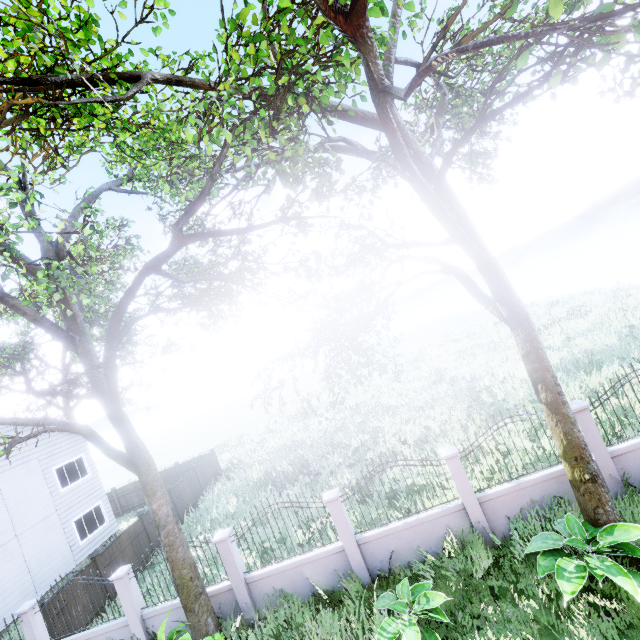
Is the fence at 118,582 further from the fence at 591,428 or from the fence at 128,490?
the fence at 128,490

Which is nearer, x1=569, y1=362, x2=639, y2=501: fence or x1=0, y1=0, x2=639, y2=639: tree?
x1=0, y1=0, x2=639, y2=639: tree

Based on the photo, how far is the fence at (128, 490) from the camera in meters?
22.6

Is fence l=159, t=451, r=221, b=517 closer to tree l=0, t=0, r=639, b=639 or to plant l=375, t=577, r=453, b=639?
plant l=375, t=577, r=453, b=639

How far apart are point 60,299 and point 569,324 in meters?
29.0

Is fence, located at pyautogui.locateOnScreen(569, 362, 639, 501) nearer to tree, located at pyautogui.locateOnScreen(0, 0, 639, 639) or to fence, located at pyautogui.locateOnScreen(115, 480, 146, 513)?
tree, located at pyautogui.locateOnScreen(0, 0, 639, 639)

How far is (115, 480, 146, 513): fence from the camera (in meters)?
22.62

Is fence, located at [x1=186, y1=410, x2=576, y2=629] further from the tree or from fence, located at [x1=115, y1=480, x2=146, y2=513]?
fence, located at [x1=115, y1=480, x2=146, y2=513]
